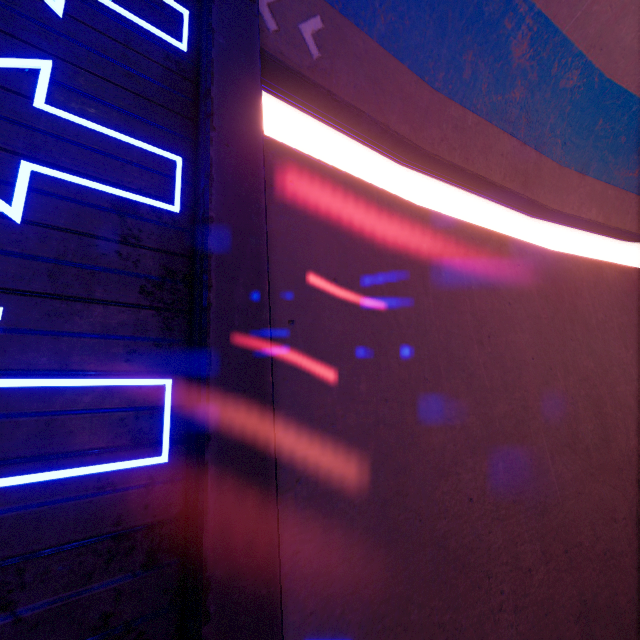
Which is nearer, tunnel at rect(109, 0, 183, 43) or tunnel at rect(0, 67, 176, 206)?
tunnel at rect(0, 67, 176, 206)

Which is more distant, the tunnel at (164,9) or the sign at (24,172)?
the tunnel at (164,9)

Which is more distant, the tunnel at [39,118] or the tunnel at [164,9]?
the tunnel at [164,9]

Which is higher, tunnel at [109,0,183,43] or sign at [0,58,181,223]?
tunnel at [109,0,183,43]

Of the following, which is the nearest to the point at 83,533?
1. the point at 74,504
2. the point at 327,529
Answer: the point at 74,504

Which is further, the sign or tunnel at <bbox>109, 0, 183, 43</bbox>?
tunnel at <bbox>109, 0, 183, 43</bbox>
